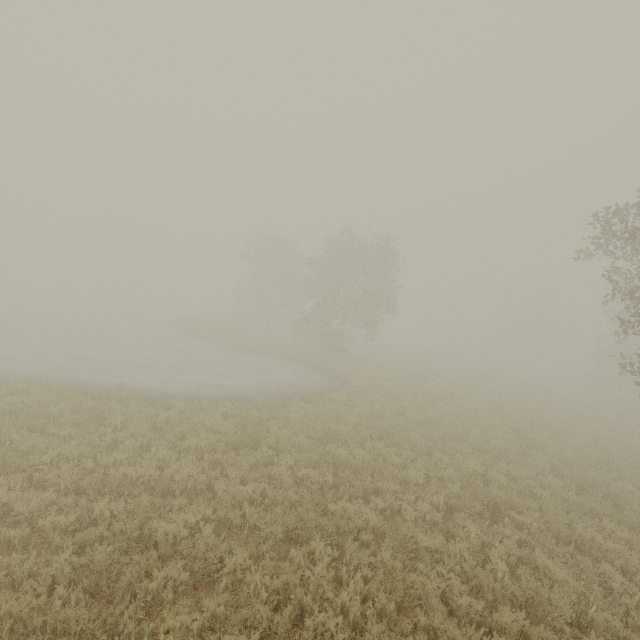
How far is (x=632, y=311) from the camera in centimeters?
3394cm
